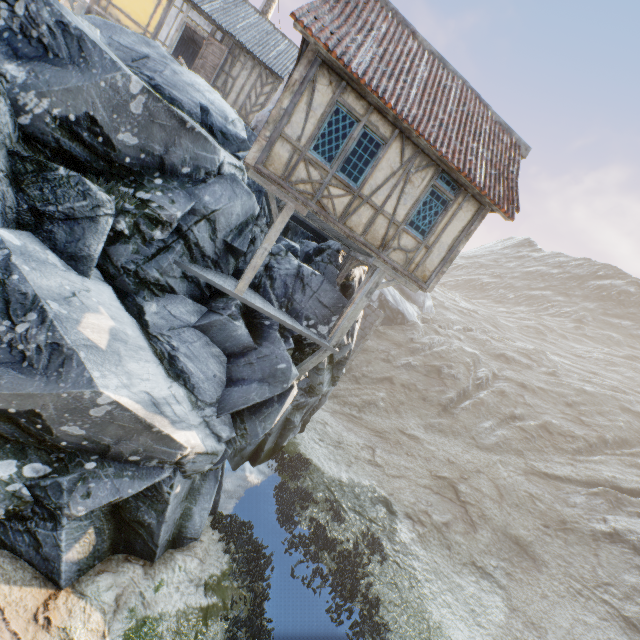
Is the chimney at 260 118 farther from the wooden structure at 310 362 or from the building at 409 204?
the wooden structure at 310 362

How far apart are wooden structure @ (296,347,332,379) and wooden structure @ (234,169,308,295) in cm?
282

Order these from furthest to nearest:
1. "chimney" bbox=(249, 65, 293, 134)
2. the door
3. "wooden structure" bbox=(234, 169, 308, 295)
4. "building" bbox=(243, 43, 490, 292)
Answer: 1. the door
2. "chimney" bbox=(249, 65, 293, 134)
3. "wooden structure" bbox=(234, 169, 308, 295)
4. "building" bbox=(243, 43, 490, 292)

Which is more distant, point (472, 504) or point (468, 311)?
point (468, 311)

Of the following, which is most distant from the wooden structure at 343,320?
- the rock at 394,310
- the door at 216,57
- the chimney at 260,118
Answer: the rock at 394,310

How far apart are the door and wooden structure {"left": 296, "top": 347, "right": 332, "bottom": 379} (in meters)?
15.72

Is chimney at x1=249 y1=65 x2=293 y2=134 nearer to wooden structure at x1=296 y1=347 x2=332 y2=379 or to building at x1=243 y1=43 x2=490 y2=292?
building at x1=243 y1=43 x2=490 y2=292

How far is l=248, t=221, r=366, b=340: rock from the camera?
10.54m
